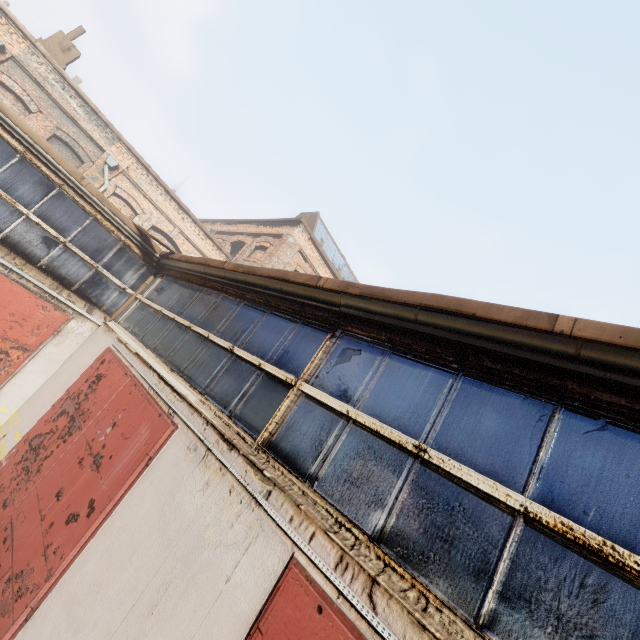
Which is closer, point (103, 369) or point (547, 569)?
point (547, 569)
